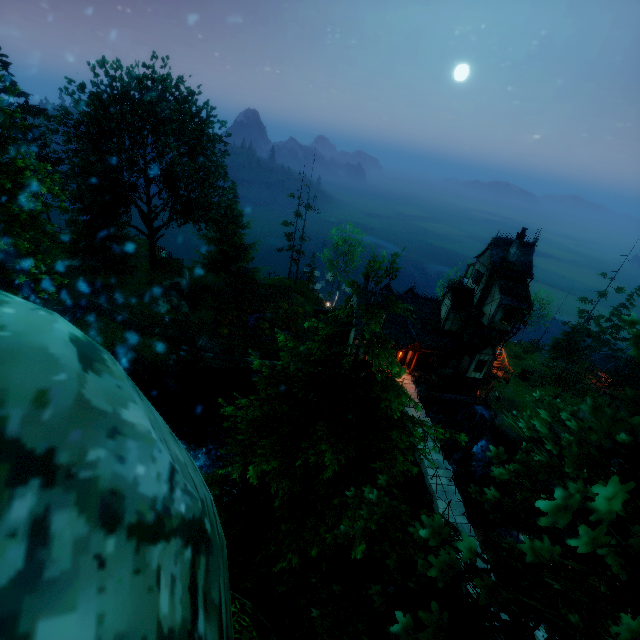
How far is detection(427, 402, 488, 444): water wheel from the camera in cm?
3238

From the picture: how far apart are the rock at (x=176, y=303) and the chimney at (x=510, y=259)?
31.5 meters

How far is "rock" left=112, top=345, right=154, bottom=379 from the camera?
26.14m

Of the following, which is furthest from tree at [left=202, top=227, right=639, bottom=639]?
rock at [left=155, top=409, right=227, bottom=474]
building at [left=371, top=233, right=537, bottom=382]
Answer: building at [left=371, top=233, right=537, bottom=382]

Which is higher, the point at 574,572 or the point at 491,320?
the point at 574,572

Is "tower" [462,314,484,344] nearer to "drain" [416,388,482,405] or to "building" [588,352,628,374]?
"drain" [416,388,482,405]

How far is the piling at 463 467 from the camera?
33.3 meters

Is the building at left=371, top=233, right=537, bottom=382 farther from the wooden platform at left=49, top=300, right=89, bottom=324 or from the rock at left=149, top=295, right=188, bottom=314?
the wooden platform at left=49, top=300, right=89, bottom=324
